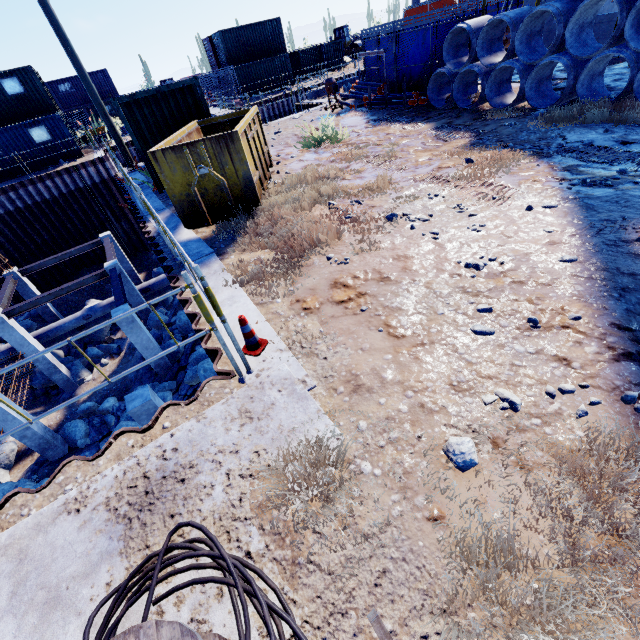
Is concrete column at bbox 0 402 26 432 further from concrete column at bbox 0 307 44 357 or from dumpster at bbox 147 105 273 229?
dumpster at bbox 147 105 273 229

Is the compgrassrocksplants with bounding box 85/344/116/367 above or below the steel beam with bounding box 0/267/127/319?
below

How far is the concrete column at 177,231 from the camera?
3.58m

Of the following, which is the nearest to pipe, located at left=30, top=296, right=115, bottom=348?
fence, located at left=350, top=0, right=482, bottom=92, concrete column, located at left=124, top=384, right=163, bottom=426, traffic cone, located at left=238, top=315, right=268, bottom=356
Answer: fence, located at left=350, top=0, right=482, bottom=92

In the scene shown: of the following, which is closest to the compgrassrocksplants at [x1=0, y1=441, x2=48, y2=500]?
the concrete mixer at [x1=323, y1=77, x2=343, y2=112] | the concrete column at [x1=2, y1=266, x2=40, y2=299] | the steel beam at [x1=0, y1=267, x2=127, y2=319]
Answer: the steel beam at [x1=0, y1=267, x2=127, y2=319]

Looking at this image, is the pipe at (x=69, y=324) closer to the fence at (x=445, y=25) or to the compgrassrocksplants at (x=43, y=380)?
the compgrassrocksplants at (x=43, y=380)

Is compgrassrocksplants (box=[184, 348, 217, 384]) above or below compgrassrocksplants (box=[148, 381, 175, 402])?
above

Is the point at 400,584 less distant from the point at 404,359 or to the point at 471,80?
the point at 404,359
